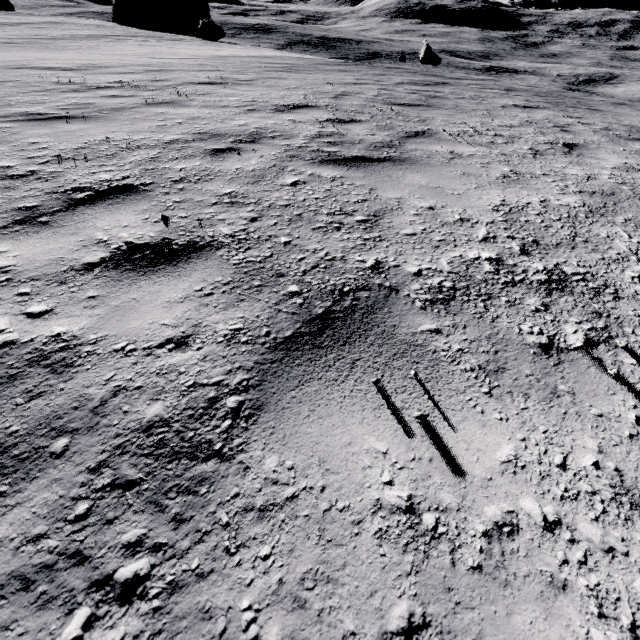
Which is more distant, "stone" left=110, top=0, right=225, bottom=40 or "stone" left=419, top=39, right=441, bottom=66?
"stone" left=419, top=39, right=441, bottom=66

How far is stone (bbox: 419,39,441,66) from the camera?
34.7 meters

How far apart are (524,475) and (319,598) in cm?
73

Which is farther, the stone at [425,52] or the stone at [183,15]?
the stone at [425,52]

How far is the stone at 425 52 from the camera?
34.7 meters
